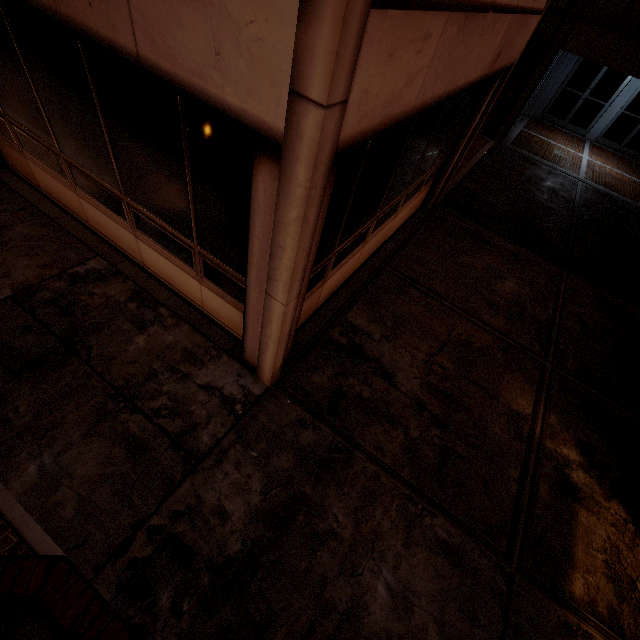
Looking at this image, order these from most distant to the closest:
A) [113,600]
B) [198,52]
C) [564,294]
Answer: [564,294] < [113,600] < [198,52]
